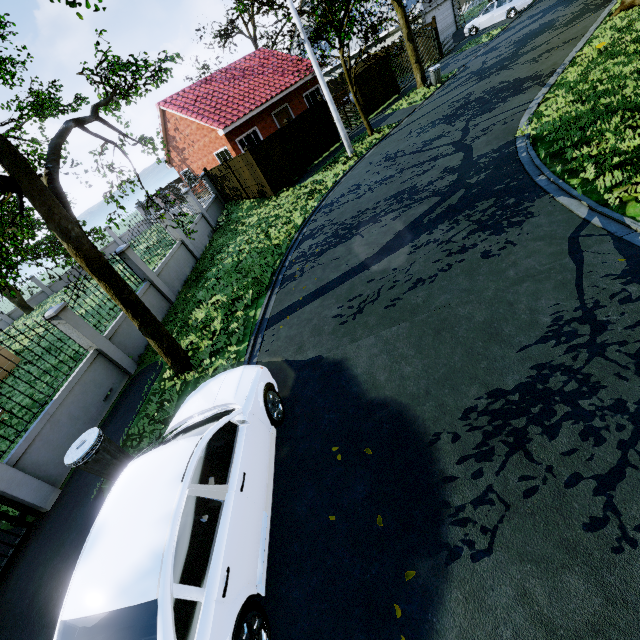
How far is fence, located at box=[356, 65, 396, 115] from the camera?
19.9m

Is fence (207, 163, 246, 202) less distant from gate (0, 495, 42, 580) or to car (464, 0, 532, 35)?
gate (0, 495, 42, 580)

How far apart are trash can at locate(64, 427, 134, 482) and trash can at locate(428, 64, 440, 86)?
22.7 meters

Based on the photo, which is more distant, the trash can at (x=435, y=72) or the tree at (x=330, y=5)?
the trash can at (x=435, y=72)

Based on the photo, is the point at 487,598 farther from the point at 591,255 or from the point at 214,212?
the point at 214,212

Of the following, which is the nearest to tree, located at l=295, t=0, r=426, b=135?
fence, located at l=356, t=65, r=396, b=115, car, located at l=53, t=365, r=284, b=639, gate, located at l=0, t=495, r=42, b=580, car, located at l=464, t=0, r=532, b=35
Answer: fence, located at l=356, t=65, r=396, b=115

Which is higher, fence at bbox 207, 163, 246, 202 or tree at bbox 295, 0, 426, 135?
tree at bbox 295, 0, 426, 135

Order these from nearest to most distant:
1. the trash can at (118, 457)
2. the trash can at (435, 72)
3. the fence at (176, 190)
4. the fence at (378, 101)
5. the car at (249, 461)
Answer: the car at (249, 461), the trash can at (118, 457), the fence at (176, 190), the trash can at (435, 72), the fence at (378, 101)
